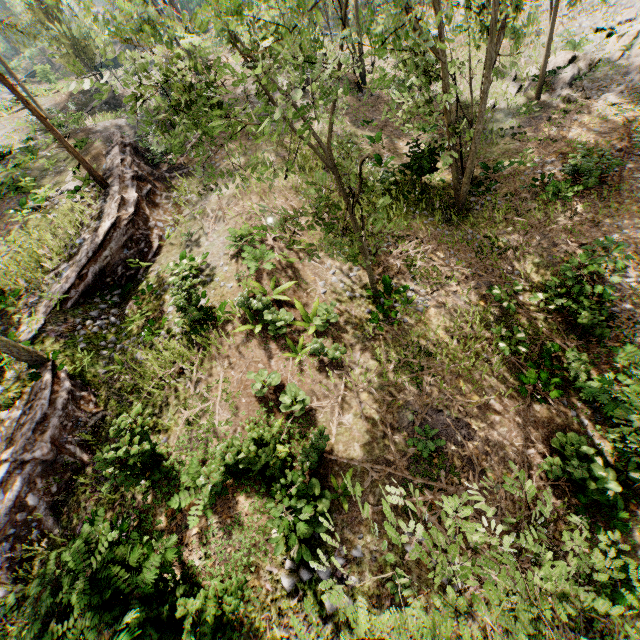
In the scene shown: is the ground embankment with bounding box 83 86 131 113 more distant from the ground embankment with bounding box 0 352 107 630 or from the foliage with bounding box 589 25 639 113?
the ground embankment with bounding box 0 352 107 630

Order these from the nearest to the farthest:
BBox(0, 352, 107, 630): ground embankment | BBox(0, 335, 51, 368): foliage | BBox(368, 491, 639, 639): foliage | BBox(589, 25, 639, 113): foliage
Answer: BBox(368, 491, 639, 639): foliage → BBox(0, 352, 107, 630): ground embankment → BBox(0, 335, 51, 368): foliage → BBox(589, 25, 639, 113): foliage

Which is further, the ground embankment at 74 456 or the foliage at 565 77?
the foliage at 565 77

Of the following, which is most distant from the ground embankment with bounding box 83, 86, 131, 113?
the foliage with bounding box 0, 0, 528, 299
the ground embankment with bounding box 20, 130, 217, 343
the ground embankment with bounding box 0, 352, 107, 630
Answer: the ground embankment with bounding box 0, 352, 107, 630

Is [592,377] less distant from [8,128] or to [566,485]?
[566,485]

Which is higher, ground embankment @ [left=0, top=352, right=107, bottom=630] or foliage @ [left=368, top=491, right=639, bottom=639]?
foliage @ [left=368, top=491, right=639, bottom=639]
